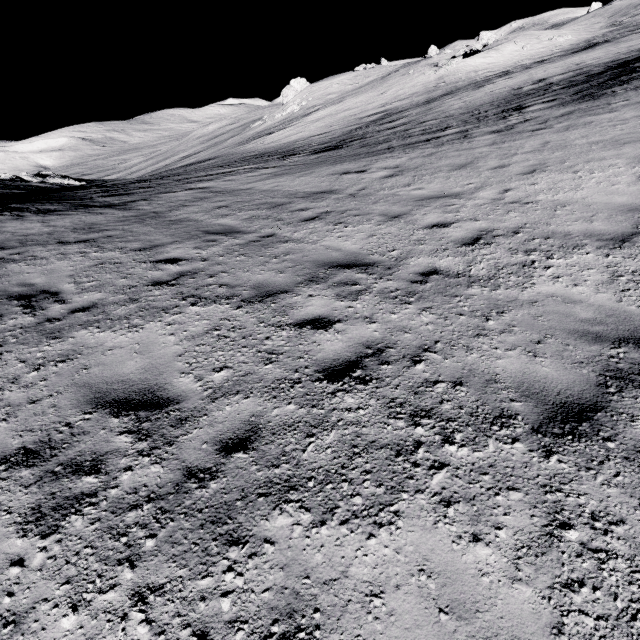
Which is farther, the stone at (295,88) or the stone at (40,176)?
the stone at (295,88)

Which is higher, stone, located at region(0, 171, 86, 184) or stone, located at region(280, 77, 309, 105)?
stone, located at region(280, 77, 309, 105)

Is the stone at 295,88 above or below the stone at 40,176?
above

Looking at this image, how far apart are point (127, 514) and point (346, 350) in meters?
2.6 m

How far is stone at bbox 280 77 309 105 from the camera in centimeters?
5419cm

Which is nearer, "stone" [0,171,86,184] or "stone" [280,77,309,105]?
"stone" [0,171,86,184]
